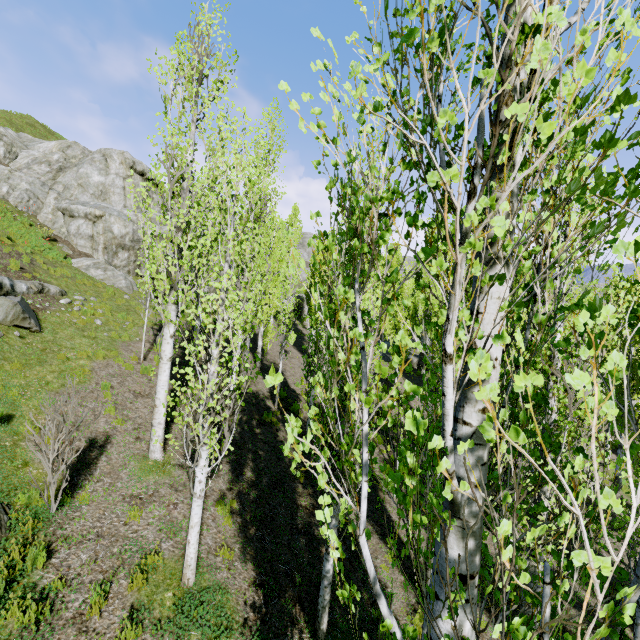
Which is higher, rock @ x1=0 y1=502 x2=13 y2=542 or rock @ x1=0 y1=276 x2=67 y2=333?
rock @ x1=0 y1=276 x2=67 y2=333

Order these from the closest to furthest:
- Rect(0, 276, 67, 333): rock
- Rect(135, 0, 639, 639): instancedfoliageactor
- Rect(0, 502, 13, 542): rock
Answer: Rect(135, 0, 639, 639): instancedfoliageactor → Rect(0, 502, 13, 542): rock → Rect(0, 276, 67, 333): rock

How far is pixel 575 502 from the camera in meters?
1.0

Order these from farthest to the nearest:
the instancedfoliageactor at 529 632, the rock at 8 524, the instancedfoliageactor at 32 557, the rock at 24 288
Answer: the rock at 24 288, the rock at 8 524, the instancedfoliageactor at 32 557, the instancedfoliageactor at 529 632

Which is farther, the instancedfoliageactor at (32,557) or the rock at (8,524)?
the rock at (8,524)

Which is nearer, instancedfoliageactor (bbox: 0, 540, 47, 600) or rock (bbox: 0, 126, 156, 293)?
instancedfoliageactor (bbox: 0, 540, 47, 600)

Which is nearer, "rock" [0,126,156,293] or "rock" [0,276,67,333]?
"rock" [0,276,67,333]
